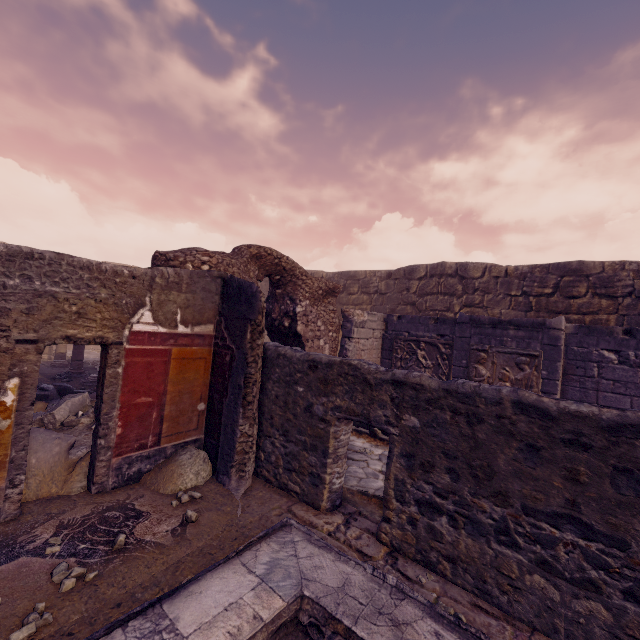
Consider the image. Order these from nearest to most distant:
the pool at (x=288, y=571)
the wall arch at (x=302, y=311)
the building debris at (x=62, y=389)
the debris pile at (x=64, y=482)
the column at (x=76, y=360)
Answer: the pool at (x=288, y=571) → the debris pile at (x=64, y=482) → the wall arch at (x=302, y=311) → the building debris at (x=62, y=389) → the column at (x=76, y=360)

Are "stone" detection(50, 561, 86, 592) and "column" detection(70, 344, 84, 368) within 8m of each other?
no

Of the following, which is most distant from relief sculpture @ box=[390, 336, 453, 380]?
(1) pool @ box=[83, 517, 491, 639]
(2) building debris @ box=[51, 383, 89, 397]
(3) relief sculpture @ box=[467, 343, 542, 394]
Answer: (2) building debris @ box=[51, 383, 89, 397]

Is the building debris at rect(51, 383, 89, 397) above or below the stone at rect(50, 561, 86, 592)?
above

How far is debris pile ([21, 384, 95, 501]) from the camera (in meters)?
3.64

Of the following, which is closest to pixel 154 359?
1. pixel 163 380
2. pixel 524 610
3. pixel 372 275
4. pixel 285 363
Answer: pixel 163 380

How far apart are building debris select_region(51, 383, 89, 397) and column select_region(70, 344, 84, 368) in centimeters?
305cm

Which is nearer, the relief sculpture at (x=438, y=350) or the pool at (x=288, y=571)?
the pool at (x=288, y=571)
